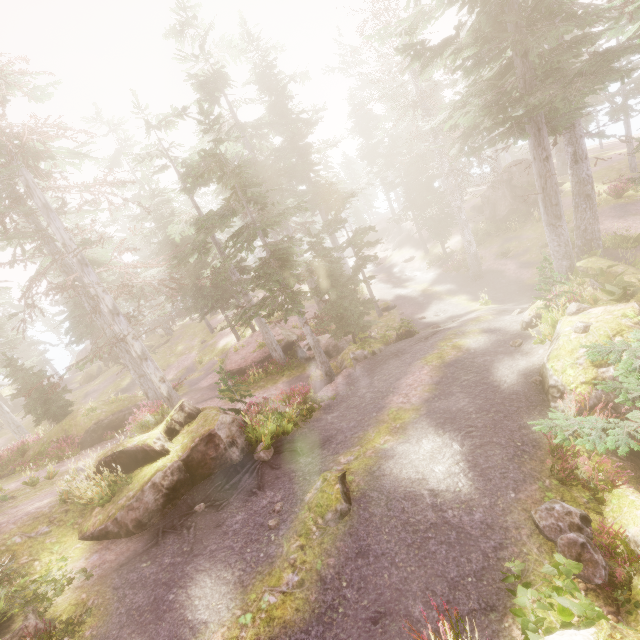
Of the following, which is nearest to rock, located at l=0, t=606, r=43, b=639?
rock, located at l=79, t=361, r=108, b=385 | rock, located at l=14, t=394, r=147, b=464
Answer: rock, located at l=14, t=394, r=147, b=464

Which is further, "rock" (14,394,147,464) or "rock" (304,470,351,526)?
"rock" (14,394,147,464)

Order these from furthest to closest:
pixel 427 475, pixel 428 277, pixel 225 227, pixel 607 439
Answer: pixel 428 277
pixel 225 227
pixel 427 475
pixel 607 439

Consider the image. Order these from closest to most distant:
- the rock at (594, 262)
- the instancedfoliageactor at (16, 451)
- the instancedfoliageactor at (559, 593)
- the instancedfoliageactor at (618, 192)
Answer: the instancedfoliageactor at (559, 593)
the rock at (594, 262)
the instancedfoliageactor at (16, 451)
the instancedfoliageactor at (618, 192)

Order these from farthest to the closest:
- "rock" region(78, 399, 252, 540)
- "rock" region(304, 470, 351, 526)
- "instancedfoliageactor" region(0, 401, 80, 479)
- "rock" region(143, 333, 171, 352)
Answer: "rock" region(143, 333, 171, 352), "instancedfoliageactor" region(0, 401, 80, 479), "rock" region(78, 399, 252, 540), "rock" region(304, 470, 351, 526)

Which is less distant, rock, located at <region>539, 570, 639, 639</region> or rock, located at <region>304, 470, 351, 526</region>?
rock, located at <region>539, 570, 639, 639</region>

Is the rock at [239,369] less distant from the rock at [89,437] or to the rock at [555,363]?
the rock at [89,437]

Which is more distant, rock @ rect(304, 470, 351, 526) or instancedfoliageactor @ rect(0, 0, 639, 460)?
instancedfoliageactor @ rect(0, 0, 639, 460)
